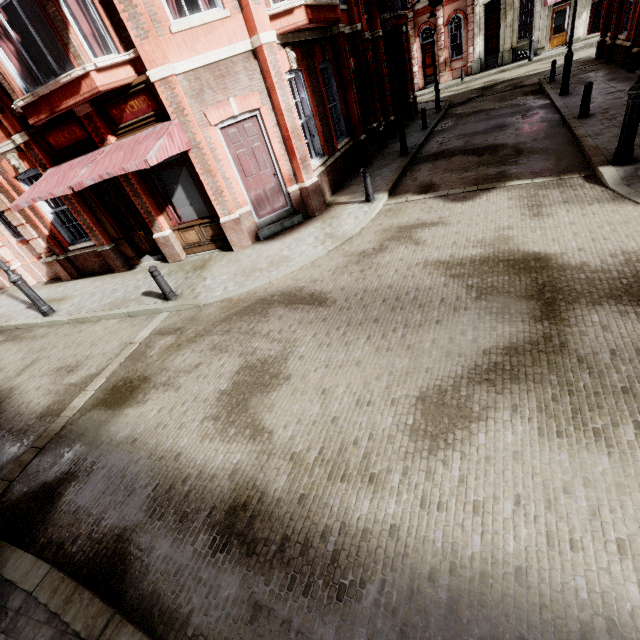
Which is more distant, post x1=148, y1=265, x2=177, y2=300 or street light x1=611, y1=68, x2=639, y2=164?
post x1=148, y1=265, x2=177, y2=300

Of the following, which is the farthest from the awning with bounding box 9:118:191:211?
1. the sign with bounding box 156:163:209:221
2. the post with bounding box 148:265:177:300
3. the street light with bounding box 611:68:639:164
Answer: the street light with bounding box 611:68:639:164

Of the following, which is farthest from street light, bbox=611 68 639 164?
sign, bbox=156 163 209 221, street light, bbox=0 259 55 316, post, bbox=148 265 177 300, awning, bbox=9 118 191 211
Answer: street light, bbox=0 259 55 316

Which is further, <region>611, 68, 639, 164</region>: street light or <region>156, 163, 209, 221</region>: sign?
<region>156, 163, 209, 221</region>: sign

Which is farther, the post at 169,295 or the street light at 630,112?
the post at 169,295

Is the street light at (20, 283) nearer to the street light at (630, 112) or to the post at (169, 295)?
the post at (169, 295)

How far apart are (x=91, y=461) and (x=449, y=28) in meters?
40.4

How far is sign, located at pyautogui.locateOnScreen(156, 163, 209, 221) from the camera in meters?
9.1 m
